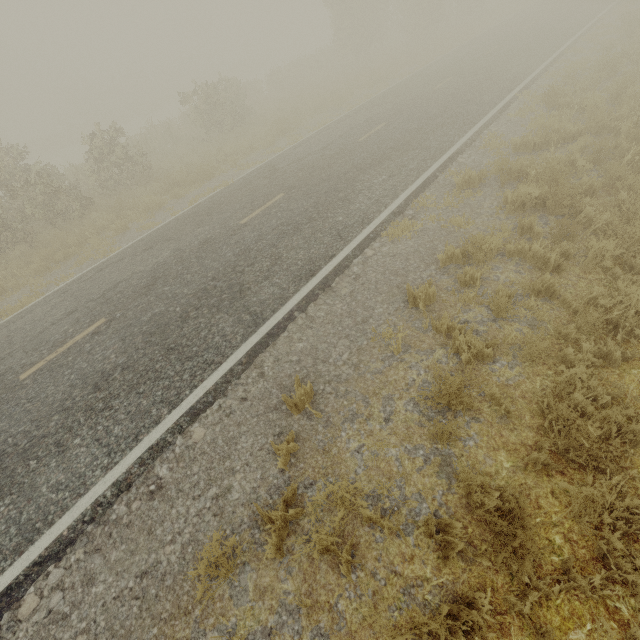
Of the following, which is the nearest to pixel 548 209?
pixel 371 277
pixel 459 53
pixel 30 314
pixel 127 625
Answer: pixel 371 277
